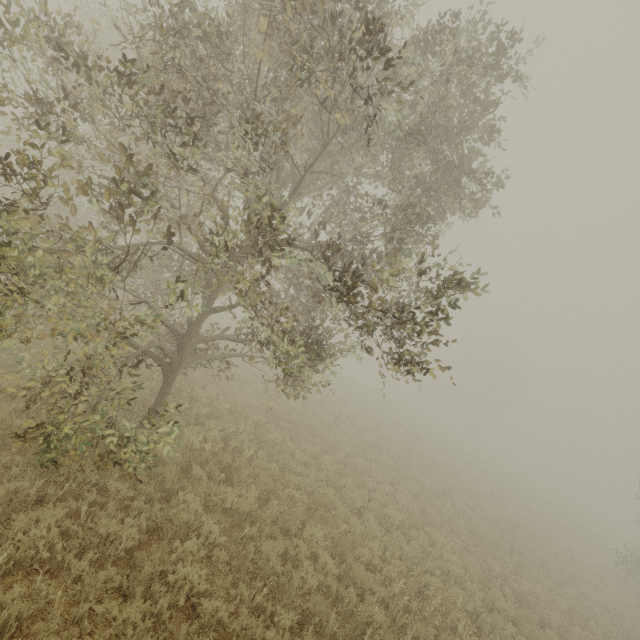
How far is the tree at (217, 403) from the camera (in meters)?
7.59

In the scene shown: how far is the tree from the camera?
7.6 meters

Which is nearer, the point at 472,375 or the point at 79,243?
the point at 79,243
